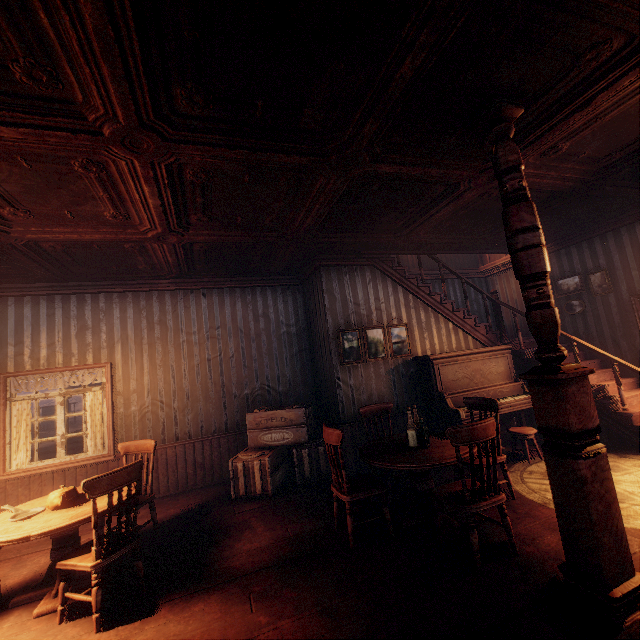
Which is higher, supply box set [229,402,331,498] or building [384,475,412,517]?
supply box set [229,402,331,498]

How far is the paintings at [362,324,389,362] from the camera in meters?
6.0 m

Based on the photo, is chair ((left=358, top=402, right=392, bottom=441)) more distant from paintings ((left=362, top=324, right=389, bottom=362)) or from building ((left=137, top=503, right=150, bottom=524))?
paintings ((left=362, top=324, right=389, bottom=362))

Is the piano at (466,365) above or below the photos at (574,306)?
below

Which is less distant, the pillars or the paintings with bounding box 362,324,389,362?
the pillars

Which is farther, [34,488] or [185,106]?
[34,488]

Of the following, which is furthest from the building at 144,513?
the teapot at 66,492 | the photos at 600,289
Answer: the teapot at 66,492

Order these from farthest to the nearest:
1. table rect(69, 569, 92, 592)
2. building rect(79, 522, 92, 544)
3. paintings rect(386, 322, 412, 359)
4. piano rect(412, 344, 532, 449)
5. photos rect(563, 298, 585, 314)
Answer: photos rect(563, 298, 585, 314) < paintings rect(386, 322, 412, 359) < piano rect(412, 344, 532, 449) < building rect(79, 522, 92, 544) < table rect(69, 569, 92, 592)
